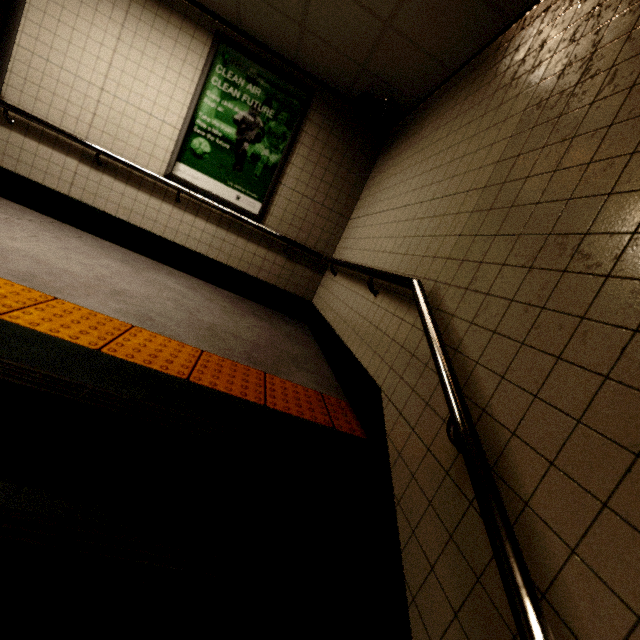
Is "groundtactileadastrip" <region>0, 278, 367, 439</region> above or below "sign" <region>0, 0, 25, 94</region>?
below

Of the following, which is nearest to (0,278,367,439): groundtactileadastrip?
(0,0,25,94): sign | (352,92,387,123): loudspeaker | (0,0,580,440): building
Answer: (0,0,580,440): building

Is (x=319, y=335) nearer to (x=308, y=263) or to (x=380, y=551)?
(x=308, y=263)

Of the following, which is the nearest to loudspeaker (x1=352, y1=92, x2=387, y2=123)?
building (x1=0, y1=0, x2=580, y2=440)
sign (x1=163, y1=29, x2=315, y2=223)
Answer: building (x1=0, y1=0, x2=580, y2=440)

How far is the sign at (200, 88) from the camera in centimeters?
387cm

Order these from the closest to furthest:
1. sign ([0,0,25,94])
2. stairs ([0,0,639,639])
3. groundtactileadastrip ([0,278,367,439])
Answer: stairs ([0,0,639,639])
groundtactileadastrip ([0,278,367,439])
sign ([0,0,25,94])

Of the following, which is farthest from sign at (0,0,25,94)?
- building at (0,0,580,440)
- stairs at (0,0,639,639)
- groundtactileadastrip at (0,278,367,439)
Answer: stairs at (0,0,639,639)

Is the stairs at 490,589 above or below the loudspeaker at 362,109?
below
